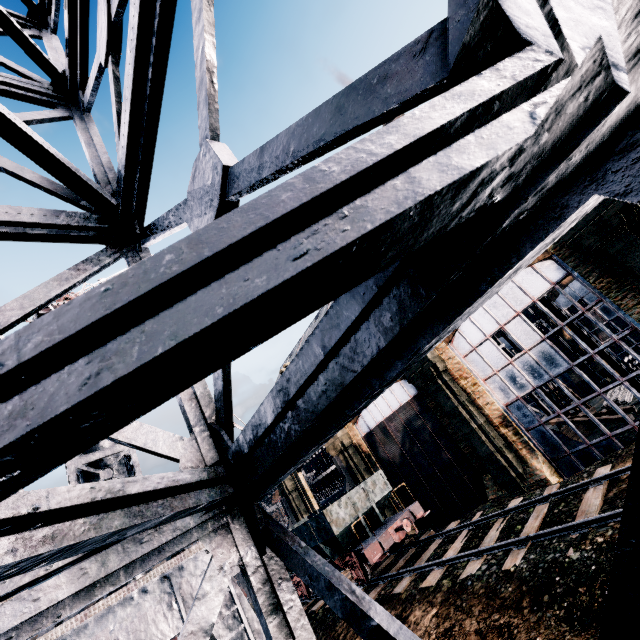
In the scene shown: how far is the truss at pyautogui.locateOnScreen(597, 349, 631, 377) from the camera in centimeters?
1784cm

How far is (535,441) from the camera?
18.4 meters

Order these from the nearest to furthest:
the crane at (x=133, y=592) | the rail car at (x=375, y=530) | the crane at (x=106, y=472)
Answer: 1. the crane at (x=133, y=592)
2. the crane at (x=106, y=472)
3. the rail car at (x=375, y=530)

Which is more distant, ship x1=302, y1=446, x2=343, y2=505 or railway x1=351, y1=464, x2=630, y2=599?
ship x1=302, y1=446, x2=343, y2=505

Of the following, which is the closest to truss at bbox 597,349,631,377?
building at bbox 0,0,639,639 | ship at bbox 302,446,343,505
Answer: building at bbox 0,0,639,639

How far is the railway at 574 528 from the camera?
9.8 meters

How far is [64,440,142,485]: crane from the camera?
7.3m

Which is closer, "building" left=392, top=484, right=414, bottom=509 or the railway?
the railway
